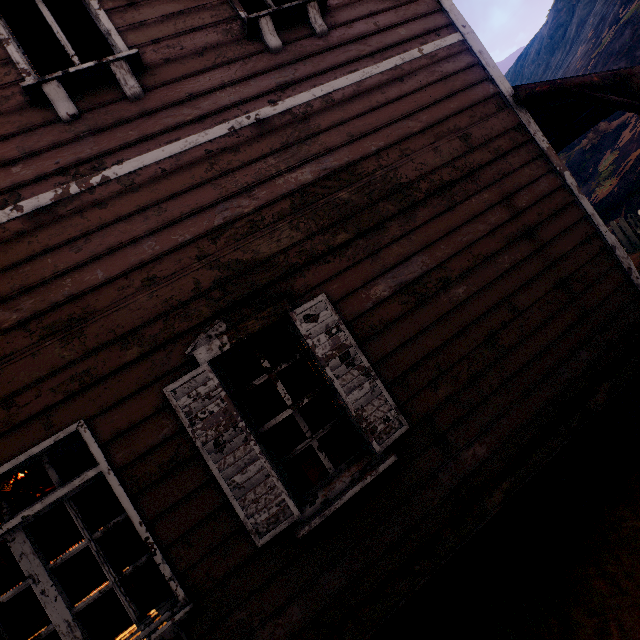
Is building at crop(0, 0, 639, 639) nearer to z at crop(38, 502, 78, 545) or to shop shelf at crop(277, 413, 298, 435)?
shop shelf at crop(277, 413, 298, 435)

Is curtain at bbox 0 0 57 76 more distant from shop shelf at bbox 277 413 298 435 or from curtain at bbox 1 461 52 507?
shop shelf at bbox 277 413 298 435

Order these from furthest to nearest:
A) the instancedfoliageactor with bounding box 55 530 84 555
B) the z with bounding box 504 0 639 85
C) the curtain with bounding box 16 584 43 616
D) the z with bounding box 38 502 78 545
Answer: the z with bounding box 38 502 78 545
the instancedfoliageactor with bounding box 55 530 84 555
the z with bounding box 504 0 639 85
the curtain with bounding box 16 584 43 616

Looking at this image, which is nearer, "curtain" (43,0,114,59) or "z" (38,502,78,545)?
"curtain" (43,0,114,59)

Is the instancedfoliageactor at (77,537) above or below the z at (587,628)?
above

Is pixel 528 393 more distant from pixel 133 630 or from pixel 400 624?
pixel 133 630

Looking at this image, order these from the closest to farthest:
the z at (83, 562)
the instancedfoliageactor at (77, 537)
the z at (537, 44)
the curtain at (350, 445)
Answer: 1. the curtain at (350, 445)
2. the z at (83, 562)
3. the z at (537, 44)
4. the instancedfoliageactor at (77, 537)

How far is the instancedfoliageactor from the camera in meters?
19.0 m
